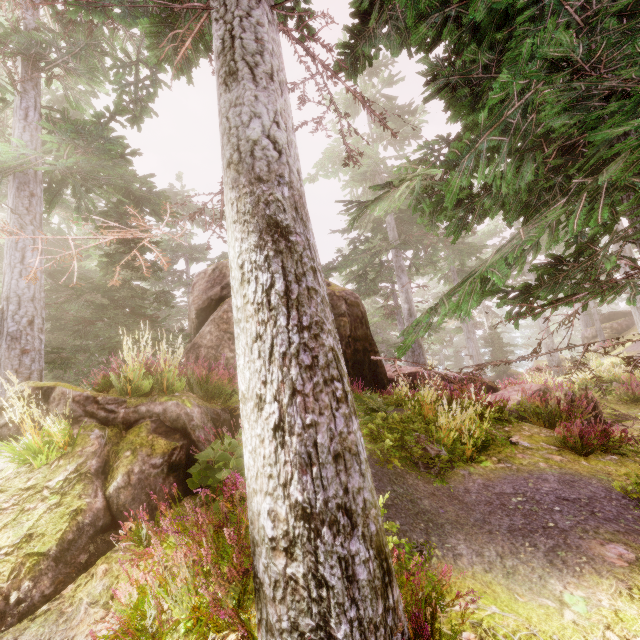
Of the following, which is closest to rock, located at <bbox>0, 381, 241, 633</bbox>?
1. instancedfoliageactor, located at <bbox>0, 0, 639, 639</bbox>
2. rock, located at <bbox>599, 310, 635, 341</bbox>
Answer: instancedfoliageactor, located at <bbox>0, 0, 639, 639</bbox>

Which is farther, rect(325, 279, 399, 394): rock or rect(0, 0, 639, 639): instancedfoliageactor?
rect(325, 279, 399, 394): rock

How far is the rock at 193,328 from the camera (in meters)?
8.97

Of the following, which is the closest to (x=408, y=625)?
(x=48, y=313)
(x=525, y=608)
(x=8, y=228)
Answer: (x=525, y=608)

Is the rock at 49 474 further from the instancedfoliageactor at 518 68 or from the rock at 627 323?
the rock at 627 323

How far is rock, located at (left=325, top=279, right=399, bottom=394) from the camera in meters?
10.6 m

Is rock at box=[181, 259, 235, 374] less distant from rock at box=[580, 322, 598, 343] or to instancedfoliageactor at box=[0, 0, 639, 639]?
instancedfoliageactor at box=[0, 0, 639, 639]
